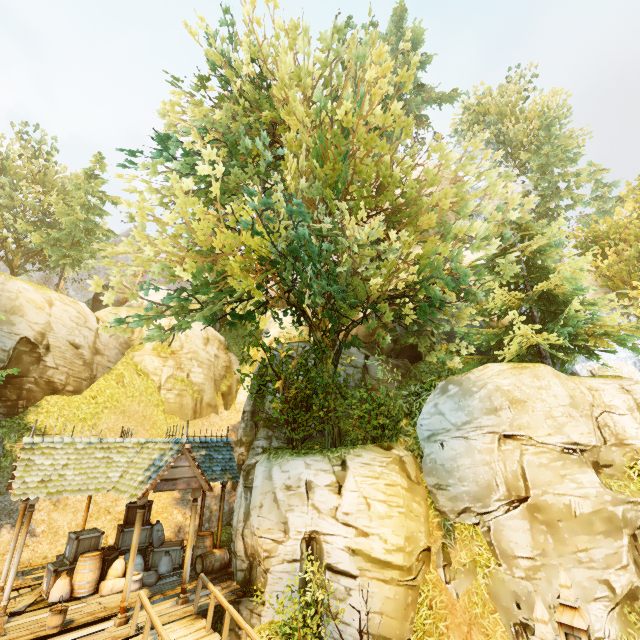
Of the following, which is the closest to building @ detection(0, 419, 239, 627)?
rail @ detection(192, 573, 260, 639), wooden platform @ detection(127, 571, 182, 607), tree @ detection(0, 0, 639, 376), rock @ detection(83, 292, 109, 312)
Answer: wooden platform @ detection(127, 571, 182, 607)

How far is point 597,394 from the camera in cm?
1015

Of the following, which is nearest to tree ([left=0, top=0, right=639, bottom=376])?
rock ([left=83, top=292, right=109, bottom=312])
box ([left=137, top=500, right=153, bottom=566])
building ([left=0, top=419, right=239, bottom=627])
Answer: building ([left=0, top=419, right=239, bottom=627])

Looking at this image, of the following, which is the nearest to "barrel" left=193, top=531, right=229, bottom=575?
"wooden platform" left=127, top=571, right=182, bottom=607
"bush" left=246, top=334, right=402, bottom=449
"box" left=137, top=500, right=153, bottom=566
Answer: "wooden platform" left=127, top=571, right=182, bottom=607

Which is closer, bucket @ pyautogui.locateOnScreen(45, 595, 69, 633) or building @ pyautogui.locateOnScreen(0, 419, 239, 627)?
bucket @ pyautogui.locateOnScreen(45, 595, 69, 633)

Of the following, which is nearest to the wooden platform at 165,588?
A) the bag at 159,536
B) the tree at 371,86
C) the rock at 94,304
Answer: the bag at 159,536

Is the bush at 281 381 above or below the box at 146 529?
above

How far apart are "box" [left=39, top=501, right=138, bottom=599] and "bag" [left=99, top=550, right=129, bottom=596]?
0.12m
